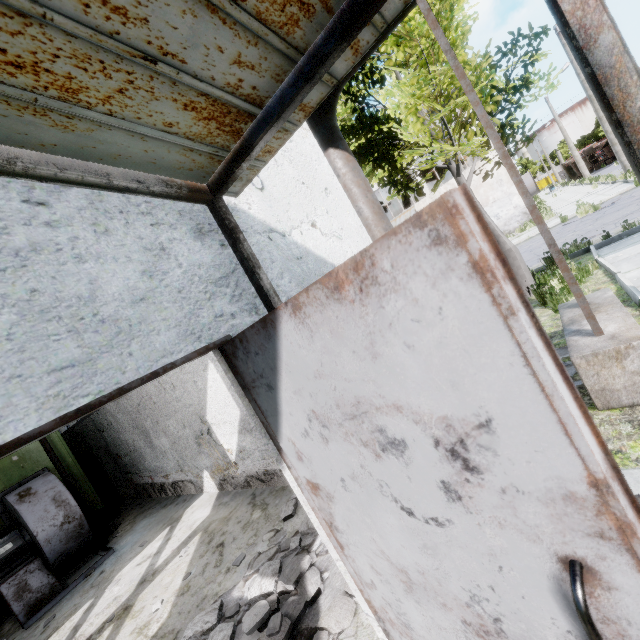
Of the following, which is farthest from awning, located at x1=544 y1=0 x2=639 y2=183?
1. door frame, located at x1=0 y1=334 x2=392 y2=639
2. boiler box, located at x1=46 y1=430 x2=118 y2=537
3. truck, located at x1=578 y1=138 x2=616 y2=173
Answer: truck, located at x1=578 y1=138 x2=616 y2=173

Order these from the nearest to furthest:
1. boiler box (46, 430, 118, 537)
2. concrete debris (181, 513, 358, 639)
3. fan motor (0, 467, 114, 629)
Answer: concrete debris (181, 513, 358, 639)
fan motor (0, 467, 114, 629)
boiler box (46, 430, 118, 537)

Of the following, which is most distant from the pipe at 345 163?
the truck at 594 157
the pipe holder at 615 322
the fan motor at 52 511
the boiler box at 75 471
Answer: the truck at 594 157

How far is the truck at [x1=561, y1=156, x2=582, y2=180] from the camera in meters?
41.2 m

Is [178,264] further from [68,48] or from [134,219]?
[68,48]

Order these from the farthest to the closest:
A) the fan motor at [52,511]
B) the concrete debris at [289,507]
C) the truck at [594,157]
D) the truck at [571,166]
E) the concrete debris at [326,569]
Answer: the truck at [571,166] → the truck at [594,157] → the fan motor at [52,511] → the concrete debris at [289,507] → the concrete debris at [326,569]

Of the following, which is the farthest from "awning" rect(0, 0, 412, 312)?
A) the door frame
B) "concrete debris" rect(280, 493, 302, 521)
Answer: "concrete debris" rect(280, 493, 302, 521)
